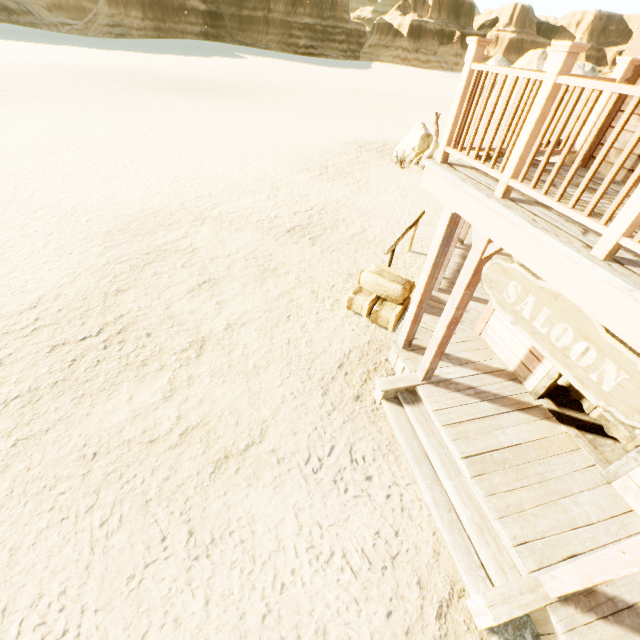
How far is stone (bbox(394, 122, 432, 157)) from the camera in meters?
15.5 m

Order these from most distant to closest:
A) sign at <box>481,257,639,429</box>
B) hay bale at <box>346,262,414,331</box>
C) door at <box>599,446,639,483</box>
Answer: hay bale at <box>346,262,414,331</box>, door at <box>599,446,639,483</box>, sign at <box>481,257,639,429</box>

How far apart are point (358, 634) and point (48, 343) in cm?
623

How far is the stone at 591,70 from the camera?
34.1m

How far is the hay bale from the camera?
6.4m

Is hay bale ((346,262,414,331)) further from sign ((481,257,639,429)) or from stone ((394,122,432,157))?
stone ((394,122,432,157))

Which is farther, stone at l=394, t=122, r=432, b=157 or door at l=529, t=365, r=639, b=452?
stone at l=394, t=122, r=432, b=157

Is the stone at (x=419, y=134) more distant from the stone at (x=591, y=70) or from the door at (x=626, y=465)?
the stone at (x=591, y=70)
